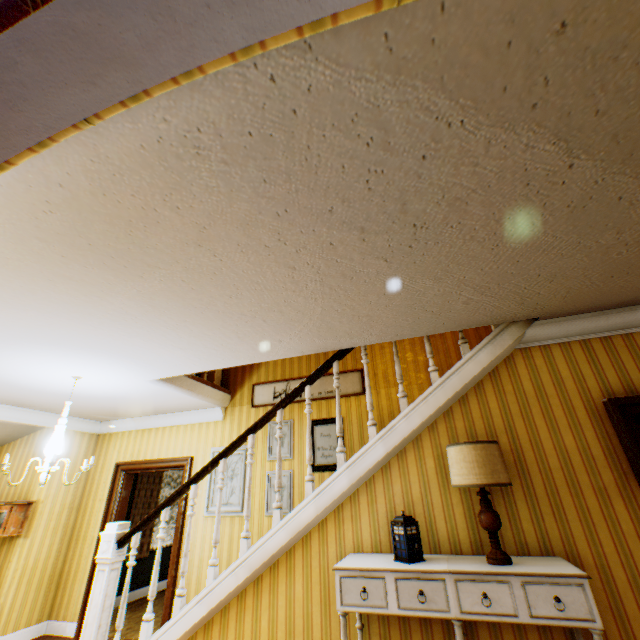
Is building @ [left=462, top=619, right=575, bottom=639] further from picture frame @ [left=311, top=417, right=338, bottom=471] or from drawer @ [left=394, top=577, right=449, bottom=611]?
drawer @ [left=394, top=577, right=449, bottom=611]

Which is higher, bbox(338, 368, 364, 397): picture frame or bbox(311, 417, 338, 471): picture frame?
bbox(338, 368, 364, 397): picture frame

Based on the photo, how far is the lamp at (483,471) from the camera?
2.3 meters

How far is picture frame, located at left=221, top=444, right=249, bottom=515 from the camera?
4.89m

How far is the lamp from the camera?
2.3m

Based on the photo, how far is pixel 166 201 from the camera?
1.6m

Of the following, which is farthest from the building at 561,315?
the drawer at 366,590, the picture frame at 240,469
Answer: the drawer at 366,590

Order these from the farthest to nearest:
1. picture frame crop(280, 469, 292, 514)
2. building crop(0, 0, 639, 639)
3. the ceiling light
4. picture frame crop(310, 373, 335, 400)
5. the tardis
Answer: picture frame crop(310, 373, 335, 400), picture frame crop(280, 469, 292, 514), the ceiling light, the tardis, building crop(0, 0, 639, 639)
